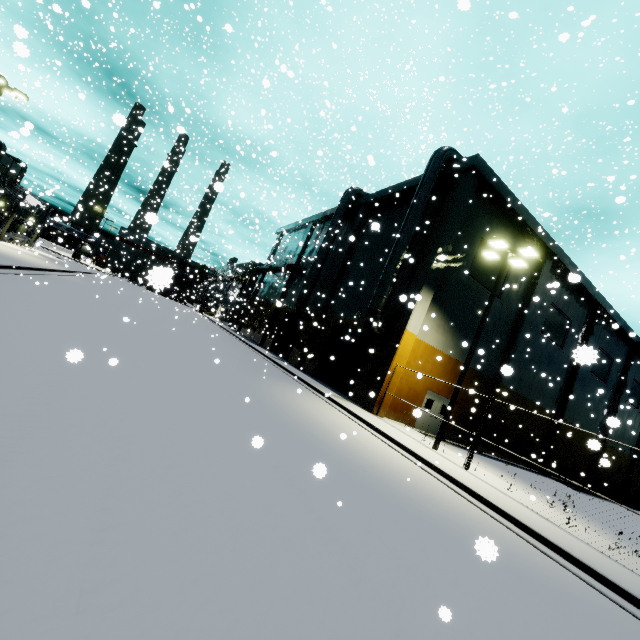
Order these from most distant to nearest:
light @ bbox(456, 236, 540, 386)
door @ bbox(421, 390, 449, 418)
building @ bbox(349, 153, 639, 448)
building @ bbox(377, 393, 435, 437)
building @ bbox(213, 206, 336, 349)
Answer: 1. building @ bbox(213, 206, 336, 349)
2. door @ bbox(421, 390, 449, 418)
3. building @ bbox(349, 153, 639, 448)
4. building @ bbox(377, 393, 435, 437)
5. light @ bbox(456, 236, 540, 386)

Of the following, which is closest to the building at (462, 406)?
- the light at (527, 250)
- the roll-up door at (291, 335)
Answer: the roll-up door at (291, 335)

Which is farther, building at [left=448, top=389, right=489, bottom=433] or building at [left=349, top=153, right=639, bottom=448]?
building at [left=448, top=389, right=489, bottom=433]

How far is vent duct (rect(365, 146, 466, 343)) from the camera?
18.38m

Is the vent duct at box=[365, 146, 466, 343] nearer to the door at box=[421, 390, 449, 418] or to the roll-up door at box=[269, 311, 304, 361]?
the roll-up door at box=[269, 311, 304, 361]

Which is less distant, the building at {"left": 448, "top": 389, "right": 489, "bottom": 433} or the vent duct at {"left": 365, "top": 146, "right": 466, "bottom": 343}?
the vent duct at {"left": 365, "top": 146, "right": 466, "bottom": 343}

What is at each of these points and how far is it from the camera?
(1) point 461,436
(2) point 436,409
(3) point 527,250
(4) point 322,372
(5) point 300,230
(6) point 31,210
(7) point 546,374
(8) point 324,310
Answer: (1) building, 21.9 meters
(2) door, 20.5 meters
(3) light, 14.1 meters
(4) roll-up door, 24.1 meters
(5) building, 40.1 meters
(6) building, 32.2 meters
(7) building, 26.1 meters
(8) building, 26.6 meters
